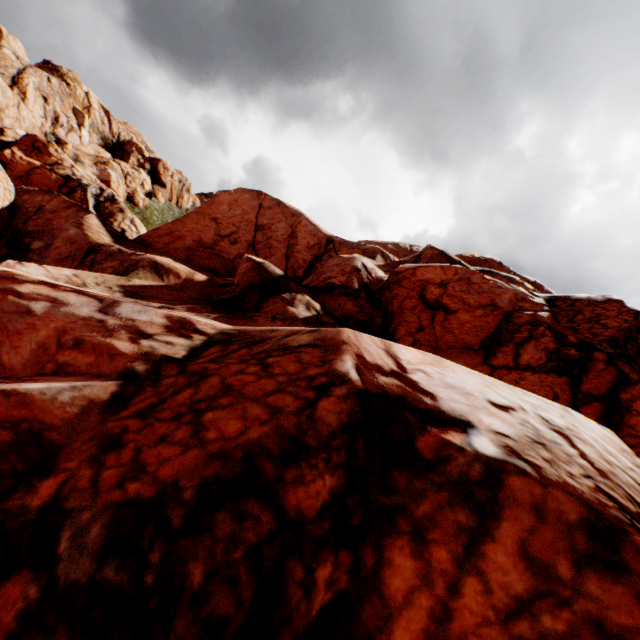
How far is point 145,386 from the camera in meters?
4.9 m
